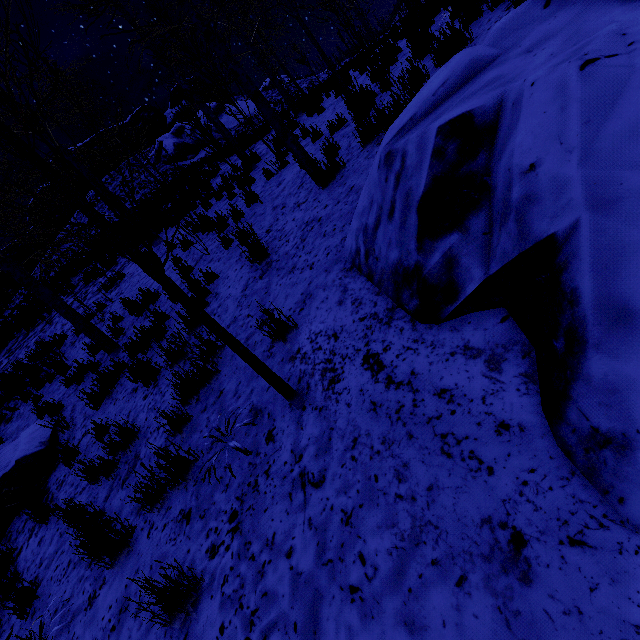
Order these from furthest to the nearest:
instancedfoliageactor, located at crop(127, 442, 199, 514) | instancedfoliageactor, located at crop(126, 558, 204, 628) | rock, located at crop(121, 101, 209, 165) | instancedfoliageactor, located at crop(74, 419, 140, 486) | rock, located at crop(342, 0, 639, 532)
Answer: rock, located at crop(121, 101, 209, 165), instancedfoliageactor, located at crop(74, 419, 140, 486), instancedfoliageactor, located at crop(127, 442, 199, 514), instancedfoliageactor, located at crop(126, 558, 204, 628), rock, located at crop(342, 0, 639, 532)

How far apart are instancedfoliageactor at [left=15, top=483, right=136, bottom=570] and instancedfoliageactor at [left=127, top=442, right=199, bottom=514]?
1.1 meters

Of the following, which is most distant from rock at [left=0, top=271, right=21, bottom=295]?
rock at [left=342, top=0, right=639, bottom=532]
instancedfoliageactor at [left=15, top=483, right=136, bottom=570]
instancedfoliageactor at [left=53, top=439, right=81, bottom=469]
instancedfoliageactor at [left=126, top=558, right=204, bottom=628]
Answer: rock at [left=342, top=0, right=639, bottom=532]

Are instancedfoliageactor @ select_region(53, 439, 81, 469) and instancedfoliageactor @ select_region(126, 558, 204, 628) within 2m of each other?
no

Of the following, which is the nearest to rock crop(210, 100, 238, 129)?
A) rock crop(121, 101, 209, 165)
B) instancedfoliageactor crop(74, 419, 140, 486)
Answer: rock crop(121, 101, 209, 165)

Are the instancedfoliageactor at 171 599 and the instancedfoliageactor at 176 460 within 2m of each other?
yes

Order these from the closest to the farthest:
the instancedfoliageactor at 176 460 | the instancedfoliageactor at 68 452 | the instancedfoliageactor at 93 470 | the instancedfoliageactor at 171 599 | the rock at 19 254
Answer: the instancedfoliageactor at 171 599, the instancedfoliageactor at 176 460, the instancedfoliageactor at 93 470, the instancedfoliageactor at 68 452, the rock at 19 254

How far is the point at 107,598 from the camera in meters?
2.8
